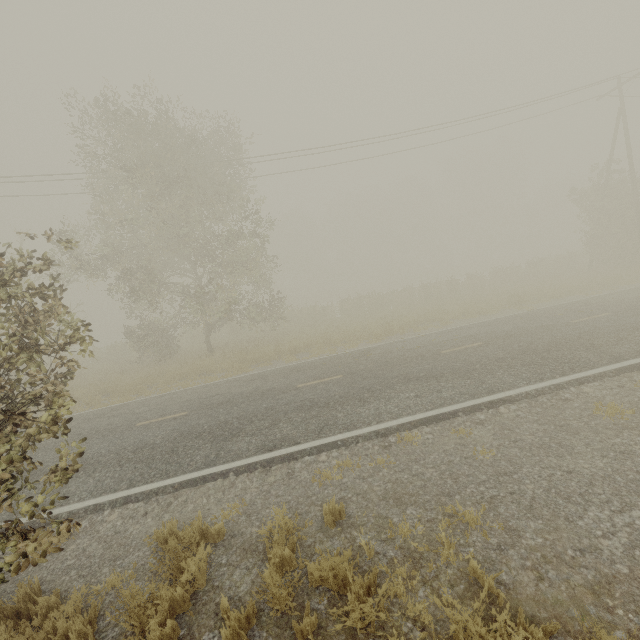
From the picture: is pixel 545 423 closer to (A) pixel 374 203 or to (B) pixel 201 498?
(B) pixel 201 498

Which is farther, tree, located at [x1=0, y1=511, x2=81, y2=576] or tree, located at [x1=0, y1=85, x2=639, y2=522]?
tree, located at [x1=0, y1=85, x2=639, y2=522]

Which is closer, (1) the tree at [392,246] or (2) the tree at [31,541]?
(2) the tree at [31,541]
